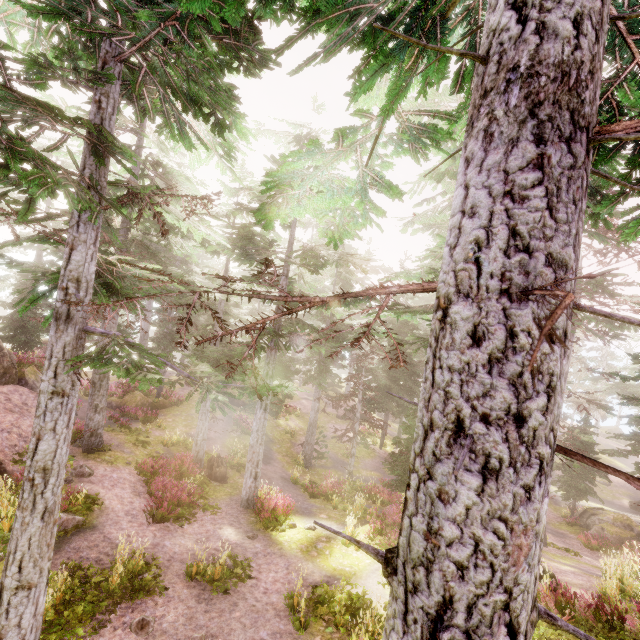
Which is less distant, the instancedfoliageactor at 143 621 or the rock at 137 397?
the instancedfoliageactor at 143 621

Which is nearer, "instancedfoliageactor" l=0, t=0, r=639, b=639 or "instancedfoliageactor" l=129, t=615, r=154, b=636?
"instancedfoliageactor" l=0, t=0, r=639, b=639

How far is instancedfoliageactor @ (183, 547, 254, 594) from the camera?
9.55m

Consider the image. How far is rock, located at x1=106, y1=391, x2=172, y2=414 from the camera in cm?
2527

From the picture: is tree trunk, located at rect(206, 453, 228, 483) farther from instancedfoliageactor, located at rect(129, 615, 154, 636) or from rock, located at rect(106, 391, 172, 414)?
rock, located at rect(106, 391, 172, 414)

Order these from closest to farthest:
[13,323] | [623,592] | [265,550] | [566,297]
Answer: [566,297] < [623,592] < [265,550] < [13,323]

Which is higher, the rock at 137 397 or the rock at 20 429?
the rock at 20 429

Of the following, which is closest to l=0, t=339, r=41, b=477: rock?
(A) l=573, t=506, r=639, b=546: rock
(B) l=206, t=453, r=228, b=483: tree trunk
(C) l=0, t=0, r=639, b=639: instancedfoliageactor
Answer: (C) l=0, t=0, r=639, b=639: instancedfoliageactor
